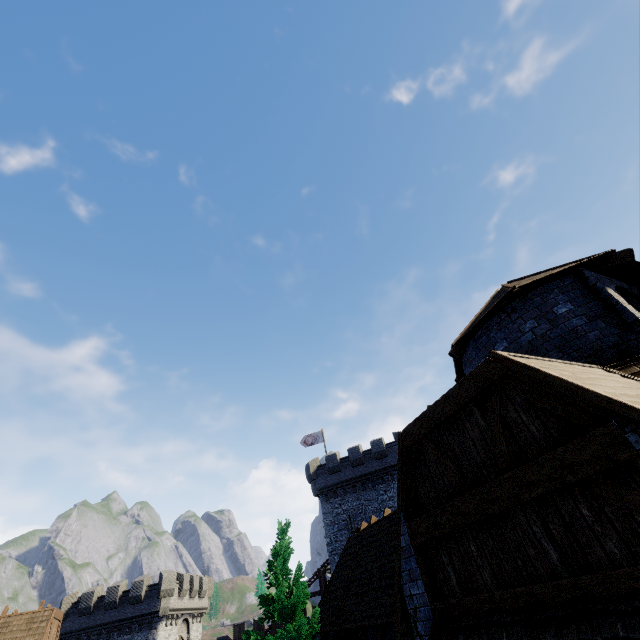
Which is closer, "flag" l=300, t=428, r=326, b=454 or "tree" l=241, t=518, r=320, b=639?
"tree" l=241, t=518, r=320, b=639

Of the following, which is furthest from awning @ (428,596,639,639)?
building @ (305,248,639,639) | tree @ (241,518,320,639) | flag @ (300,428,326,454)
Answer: flag @ (300,428,326,454)

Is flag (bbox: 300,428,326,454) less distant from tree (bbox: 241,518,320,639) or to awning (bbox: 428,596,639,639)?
tree (bbox: 241,518,320,639)

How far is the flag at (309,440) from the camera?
37.3m

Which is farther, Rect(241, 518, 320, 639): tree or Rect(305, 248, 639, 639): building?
Rect(241, 518, 320, 639): tree

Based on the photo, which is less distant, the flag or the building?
the building

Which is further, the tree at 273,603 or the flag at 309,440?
the flag at 309,440

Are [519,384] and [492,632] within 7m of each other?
yes
